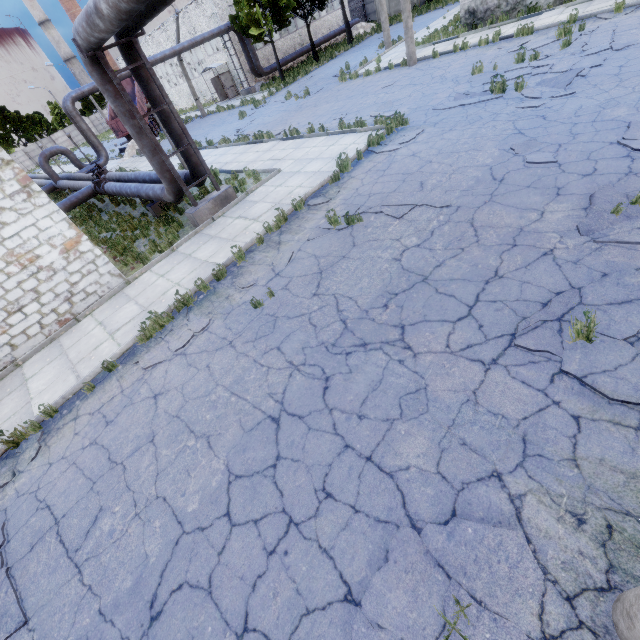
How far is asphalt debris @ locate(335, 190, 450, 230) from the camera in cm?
706

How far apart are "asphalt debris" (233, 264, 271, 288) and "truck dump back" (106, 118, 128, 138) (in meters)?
31.94

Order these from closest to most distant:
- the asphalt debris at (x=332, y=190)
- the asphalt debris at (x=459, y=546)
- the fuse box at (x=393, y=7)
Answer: the asphalt debris at (x=459, y=546) → the asphalt debris at (x=332, y=190) → the fuse box at (x=393, y=7)

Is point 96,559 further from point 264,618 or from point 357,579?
point 357,579

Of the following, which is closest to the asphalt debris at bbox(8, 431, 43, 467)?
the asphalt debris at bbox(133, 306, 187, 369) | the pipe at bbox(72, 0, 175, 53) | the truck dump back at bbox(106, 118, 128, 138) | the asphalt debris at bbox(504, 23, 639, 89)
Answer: the asphalt debris at bbox(133, 306, 187, 369)

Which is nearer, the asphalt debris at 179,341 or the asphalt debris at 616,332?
the asphalt debris at 616,332

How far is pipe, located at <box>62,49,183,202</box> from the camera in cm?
844
